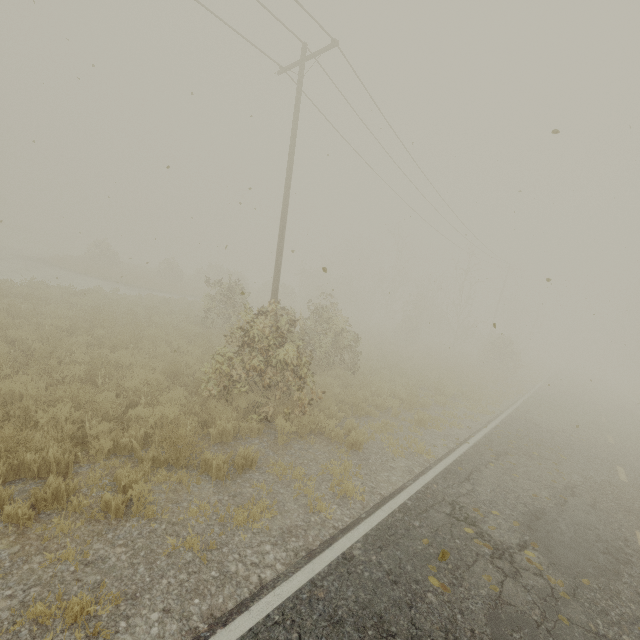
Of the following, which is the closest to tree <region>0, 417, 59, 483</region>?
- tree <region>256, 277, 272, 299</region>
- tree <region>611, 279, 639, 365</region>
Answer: tree <region>256, 277, 272, 299</region>

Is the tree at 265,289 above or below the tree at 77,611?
above

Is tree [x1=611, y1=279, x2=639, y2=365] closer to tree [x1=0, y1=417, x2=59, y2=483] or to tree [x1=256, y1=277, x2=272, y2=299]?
tree [x1=256, y1=277, x2=272, y2=299]

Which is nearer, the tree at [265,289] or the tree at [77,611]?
the tree at [77,611]

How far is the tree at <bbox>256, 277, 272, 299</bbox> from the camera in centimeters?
4053cm

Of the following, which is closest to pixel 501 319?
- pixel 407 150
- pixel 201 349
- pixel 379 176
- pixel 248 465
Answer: pixel 379 176
